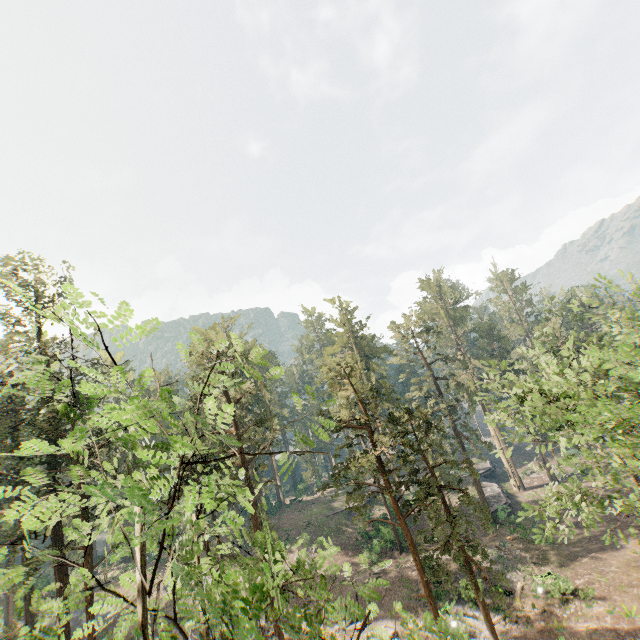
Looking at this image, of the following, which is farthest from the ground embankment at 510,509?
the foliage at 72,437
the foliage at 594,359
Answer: Answer: the foliage at 72,437

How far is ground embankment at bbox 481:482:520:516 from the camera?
36.30m

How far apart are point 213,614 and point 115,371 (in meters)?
3.37

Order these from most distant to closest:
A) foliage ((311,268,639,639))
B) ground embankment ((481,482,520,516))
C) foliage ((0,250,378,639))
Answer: ground embankment ((481,482,520,516)), foliage ((311,268,639,639)), foliage ((0,250,378,639))

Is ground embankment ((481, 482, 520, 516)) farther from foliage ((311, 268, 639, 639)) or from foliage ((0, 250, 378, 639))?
foliage ((0, 250, 378, 639))

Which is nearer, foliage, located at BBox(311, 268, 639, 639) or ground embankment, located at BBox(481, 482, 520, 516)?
foliage, located at BBox(311, 268, 639, 639)

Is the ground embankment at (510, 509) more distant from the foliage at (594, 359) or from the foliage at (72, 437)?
the foliage at (72, 437)

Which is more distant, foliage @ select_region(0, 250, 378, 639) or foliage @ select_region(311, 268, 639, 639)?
foliage @ select_region(311, 268, 639, 639)
